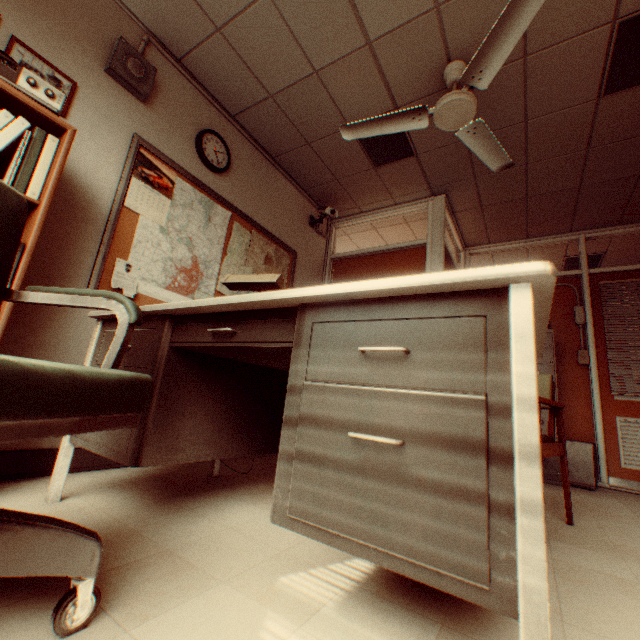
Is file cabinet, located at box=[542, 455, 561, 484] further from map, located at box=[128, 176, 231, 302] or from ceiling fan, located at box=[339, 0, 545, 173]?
map, located at box=[128, 176, 231, 302]

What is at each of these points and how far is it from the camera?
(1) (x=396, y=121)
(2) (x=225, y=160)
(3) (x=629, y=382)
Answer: (1) ceiling fan, 2.9 meters
(2) wall clock, 3.4 meters
(3) blinds, 4.1 meters

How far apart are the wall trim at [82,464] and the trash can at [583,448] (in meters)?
3.21

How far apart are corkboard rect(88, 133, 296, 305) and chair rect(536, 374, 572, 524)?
2.0 meters

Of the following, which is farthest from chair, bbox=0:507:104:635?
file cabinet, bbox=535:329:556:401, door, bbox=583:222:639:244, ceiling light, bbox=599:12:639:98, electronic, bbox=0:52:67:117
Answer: door, bbox=583:222:639:244

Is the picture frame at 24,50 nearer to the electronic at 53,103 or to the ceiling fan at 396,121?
the electronic at 53,103

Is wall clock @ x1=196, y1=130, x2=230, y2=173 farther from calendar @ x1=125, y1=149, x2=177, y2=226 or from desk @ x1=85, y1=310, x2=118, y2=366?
desk @ x1=85, y1=310, x2=118, y2=366

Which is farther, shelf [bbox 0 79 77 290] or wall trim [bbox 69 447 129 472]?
wall trim [bbox 69 447 129 472]
